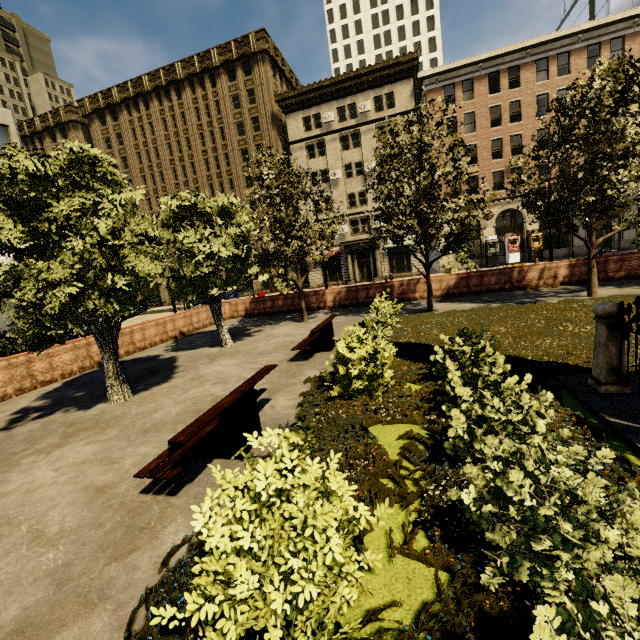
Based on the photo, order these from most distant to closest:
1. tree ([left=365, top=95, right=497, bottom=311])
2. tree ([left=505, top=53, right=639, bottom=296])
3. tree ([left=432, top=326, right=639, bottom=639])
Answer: tree ([left=365, top=95, right=497, bottom=311])
tree ([left=505, top=53, right=639, bottom=296])
tree ([left=432, top=326, right=639, bottom=639])

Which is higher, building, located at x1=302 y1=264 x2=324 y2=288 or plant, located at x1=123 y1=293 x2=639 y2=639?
building, located at x1=302 y1=264 x2=324 y2=288

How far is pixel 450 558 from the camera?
2.7m

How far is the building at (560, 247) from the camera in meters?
32.0 m

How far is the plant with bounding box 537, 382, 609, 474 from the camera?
3.6m

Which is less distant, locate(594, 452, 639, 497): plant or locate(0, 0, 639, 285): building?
locate(594, 452, 639, 497): plant

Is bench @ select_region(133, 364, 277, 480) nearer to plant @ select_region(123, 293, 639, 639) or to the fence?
plant @ select_region(123, 293, 639, 639)

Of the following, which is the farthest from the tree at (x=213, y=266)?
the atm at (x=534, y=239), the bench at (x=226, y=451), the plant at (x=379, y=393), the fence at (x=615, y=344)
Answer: the atm at (x=534, y=239)
